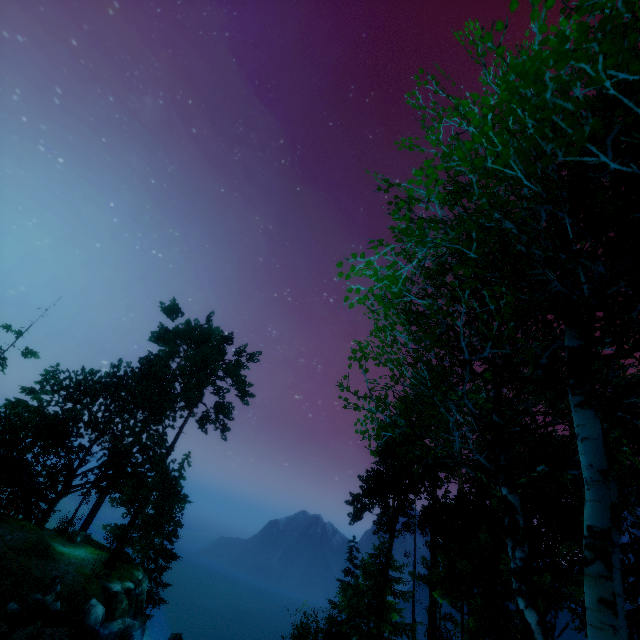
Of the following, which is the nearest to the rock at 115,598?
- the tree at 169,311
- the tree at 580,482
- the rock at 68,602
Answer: the rock at 68,602

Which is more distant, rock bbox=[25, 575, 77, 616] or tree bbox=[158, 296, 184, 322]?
tree bbox=[158, 296, 184, 322]

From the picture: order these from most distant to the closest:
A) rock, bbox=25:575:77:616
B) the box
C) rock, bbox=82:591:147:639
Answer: the box
rock, bbox=82:591:147:639
rock, bbox=25:575:77:616

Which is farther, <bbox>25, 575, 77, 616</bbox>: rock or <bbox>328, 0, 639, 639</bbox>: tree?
<bbox>25, 575, 77, 616</bbox>: rock

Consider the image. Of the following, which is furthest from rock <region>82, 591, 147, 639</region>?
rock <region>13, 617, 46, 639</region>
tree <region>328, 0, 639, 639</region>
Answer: rock <region>13, 617, 46, 639</region>

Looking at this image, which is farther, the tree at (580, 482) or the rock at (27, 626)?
the rock at (27, 626)

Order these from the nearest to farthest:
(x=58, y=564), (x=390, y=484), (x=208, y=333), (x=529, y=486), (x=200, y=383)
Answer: (x=58, y=564) < (x=529, y=486) < (x=390, y=484) < (x=200, y=383) < (x=208, y=333)

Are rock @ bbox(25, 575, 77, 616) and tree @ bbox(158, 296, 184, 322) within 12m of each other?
no
